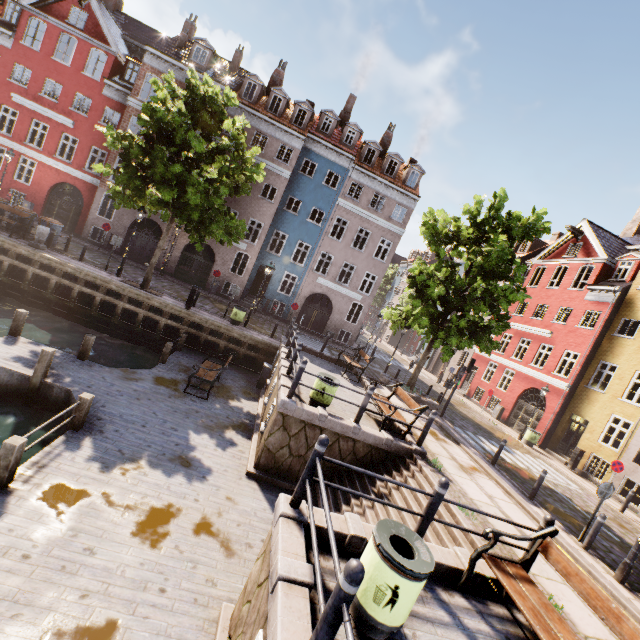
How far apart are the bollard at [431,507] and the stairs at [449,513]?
1.2 meters

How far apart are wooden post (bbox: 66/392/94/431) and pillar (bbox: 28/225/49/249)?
12.3 meters

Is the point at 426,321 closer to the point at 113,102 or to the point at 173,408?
the point at 173,408

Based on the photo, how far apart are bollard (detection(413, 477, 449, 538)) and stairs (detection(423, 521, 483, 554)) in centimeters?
118cm

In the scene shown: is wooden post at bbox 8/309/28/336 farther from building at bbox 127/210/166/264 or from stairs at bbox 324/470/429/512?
building at bbox 127/210/166/264

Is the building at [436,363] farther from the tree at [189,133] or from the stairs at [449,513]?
the stairs at [449,513]

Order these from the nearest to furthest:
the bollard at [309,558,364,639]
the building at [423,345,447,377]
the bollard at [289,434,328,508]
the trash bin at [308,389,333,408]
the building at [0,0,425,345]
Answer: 1. the bollard at [309,558,364,639]
2. the bollard at [289,434,328,508]
3. the trash bin at [308,389,333,408]
4. the building at [0,0,425,345]
5. the building at [423,345,447,377]

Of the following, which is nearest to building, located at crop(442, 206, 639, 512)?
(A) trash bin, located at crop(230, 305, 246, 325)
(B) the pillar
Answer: (A) trash bin, located at crop(230, 305, 246, 325)
